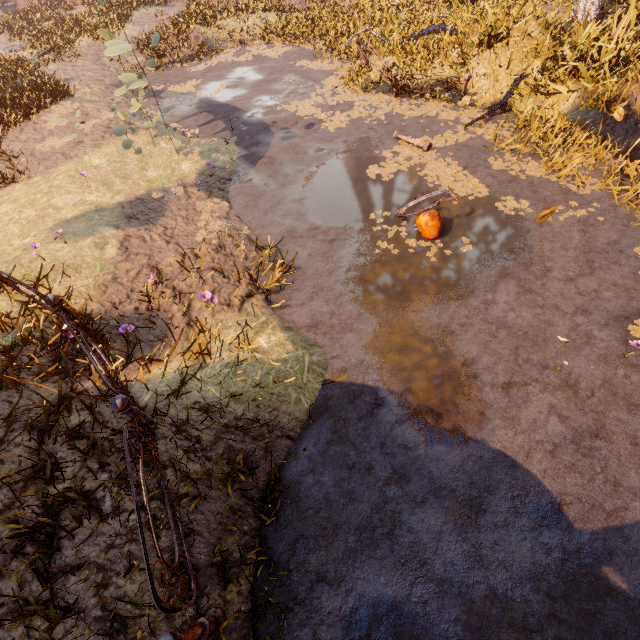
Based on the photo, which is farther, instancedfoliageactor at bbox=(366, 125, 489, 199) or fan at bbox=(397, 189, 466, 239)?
instancedfoliageactor at bbox=(366, 125, 489, 199)

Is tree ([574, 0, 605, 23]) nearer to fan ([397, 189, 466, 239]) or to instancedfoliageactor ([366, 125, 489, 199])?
instancedfoliageactor ([366, 125, 489, 199])

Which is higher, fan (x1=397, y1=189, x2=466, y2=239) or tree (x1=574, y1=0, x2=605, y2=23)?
tree (x1=574, y1=0, x2=605, y2=23)

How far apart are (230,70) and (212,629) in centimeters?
1633cm

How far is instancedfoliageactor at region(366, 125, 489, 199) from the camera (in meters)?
7.21

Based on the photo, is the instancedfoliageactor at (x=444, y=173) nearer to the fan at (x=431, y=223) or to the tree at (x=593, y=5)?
the fan at (x=431, y=223)

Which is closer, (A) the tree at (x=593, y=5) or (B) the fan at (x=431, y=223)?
(B) the fan at (x=431, y=223)

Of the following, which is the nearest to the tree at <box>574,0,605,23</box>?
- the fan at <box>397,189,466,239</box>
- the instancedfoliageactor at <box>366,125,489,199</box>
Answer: the instancedfoliageactor at <box>366,125,489,199</box>
